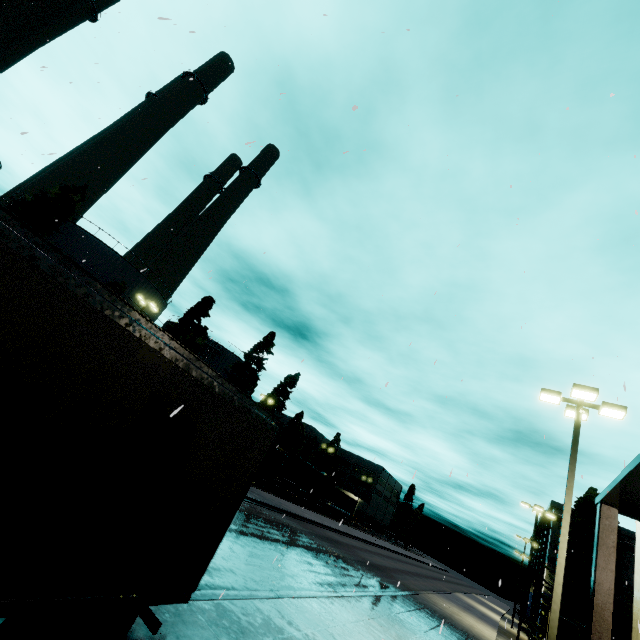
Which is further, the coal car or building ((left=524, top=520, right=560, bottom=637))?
building ((left=524, top=520, right=560, bottom=637))

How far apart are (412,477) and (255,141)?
6.5m

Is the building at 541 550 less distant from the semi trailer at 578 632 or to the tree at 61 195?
the semi trailer at 578 632

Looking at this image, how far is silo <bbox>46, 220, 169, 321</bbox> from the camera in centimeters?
3325cm

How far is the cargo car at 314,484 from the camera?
40.1m

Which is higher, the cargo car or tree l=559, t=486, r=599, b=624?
tree l=559, t=486, r=599, b=624

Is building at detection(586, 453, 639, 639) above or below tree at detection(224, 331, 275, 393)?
below

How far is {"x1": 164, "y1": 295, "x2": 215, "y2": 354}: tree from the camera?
39.3m
